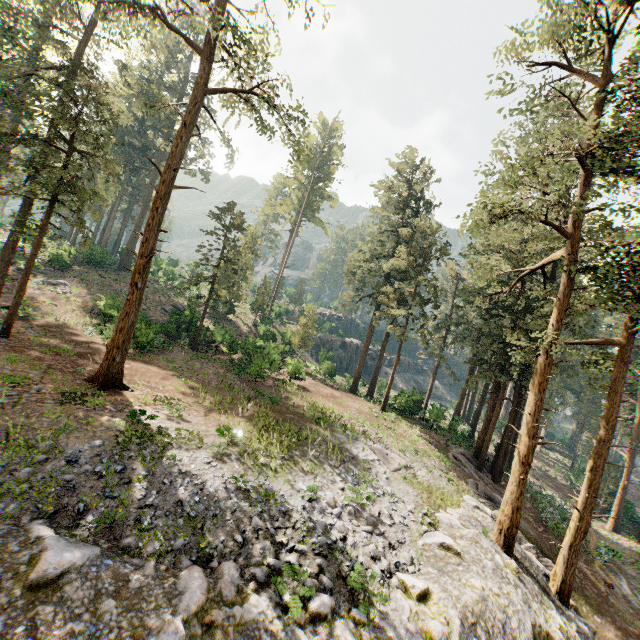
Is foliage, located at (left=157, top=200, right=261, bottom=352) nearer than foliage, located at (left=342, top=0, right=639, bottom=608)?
No

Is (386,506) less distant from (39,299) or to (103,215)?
(39,299)

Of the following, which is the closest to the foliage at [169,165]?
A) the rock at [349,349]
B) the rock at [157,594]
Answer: the rock at [157,594]

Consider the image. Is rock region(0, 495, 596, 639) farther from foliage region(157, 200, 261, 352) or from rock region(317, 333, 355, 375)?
rock region(317, 333, 355, 375)

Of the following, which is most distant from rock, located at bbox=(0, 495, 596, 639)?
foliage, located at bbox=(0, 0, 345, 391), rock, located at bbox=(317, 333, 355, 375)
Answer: rock, located at bbox=(317, 333, 355, 375)
